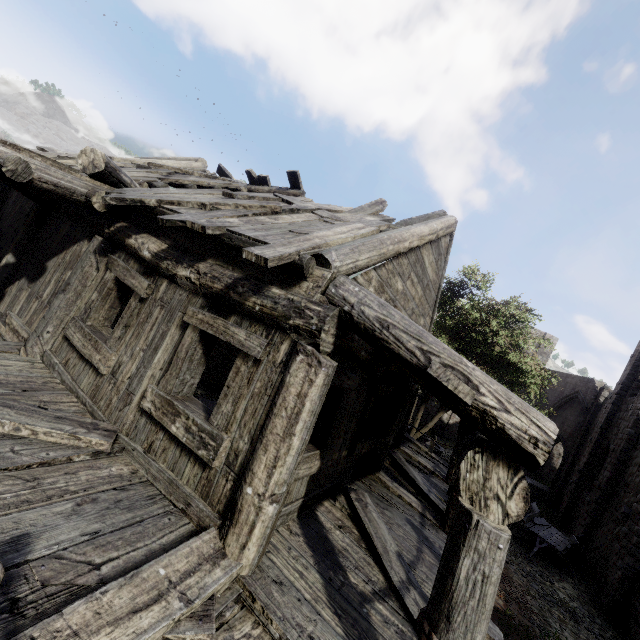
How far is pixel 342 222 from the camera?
5.6 meters

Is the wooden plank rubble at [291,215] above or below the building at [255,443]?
above

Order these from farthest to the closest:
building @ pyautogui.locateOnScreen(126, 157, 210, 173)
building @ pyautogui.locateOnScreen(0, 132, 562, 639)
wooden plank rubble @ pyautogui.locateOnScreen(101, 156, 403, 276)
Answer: building @ pyautogui.locateOnScreen(126, 157, 210, 173)
wooden plank rubble @ pyautogui.locateOnScreen(101, 156, 403, 276)
building @ pyautogui.locateOnScreen(0, 132, 562, 639)

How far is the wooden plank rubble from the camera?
3.68m

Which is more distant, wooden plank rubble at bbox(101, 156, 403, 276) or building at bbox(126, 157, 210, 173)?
building at bbox(126, 157, 210, 173)

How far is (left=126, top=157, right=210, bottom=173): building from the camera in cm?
1047

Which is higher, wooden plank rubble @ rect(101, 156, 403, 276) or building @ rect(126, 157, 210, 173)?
building @ rect(126, 157, 210, 173)

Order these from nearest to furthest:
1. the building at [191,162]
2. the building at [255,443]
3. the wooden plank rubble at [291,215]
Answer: the building at [255,443]
the wooden plank rubble at [291,215]
the building at [191,162]
